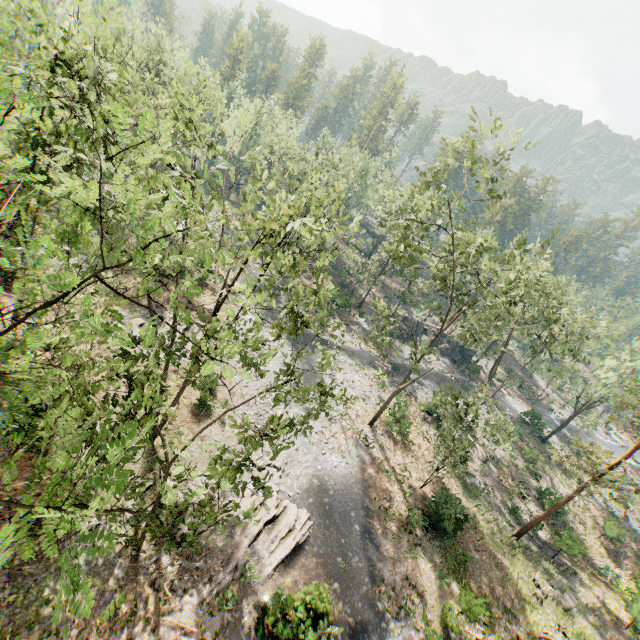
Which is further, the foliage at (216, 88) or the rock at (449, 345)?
the rock at (449, 345)

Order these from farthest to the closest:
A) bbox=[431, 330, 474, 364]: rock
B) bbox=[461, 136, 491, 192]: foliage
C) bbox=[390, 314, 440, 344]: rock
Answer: bbox=[431, 330, 474, 364]: rock, bbox=[390, 314, 440, 344]: rock, bbox=[461, 136, 491, 192]: foliage

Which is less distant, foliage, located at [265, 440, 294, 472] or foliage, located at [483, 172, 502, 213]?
foliage, located at [265, 440, 294, 472]

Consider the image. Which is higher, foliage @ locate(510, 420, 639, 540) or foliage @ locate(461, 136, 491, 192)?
foliage @ locate(461, 136, 491, 192)

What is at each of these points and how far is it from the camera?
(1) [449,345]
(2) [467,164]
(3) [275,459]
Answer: (1) rock, 55.0m
(2) foliage, 17.8m
(3) foliage, 11.5m

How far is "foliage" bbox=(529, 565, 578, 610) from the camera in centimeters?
2289cm

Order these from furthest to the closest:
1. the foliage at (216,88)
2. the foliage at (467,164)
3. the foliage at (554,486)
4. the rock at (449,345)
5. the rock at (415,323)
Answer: the rock at (449,345) → the rock at (415,323) → the foliage at (554,486) → the foliage at (467,164) → the foliage at (216,88)
